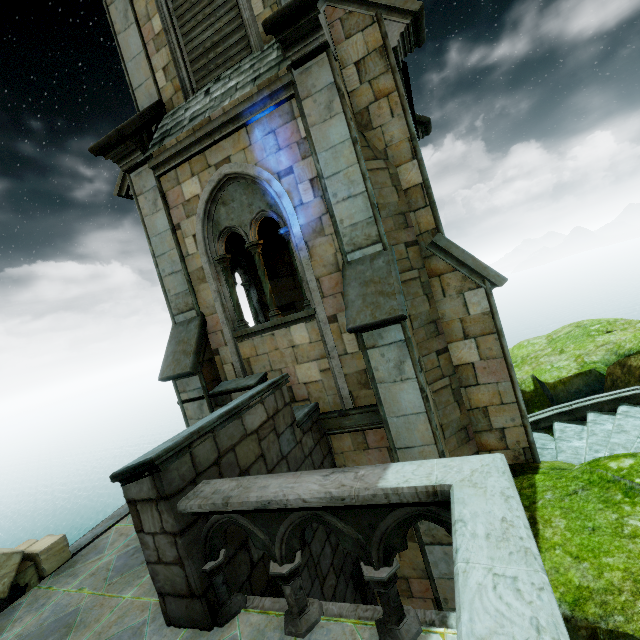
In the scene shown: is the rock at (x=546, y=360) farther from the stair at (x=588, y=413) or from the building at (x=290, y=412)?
the stair at (x=588, y=413)

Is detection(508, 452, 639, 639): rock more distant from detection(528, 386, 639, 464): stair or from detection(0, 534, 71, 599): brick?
detection(0, 534, 71, 599): brick

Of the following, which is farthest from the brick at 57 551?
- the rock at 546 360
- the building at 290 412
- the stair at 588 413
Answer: the stair at 588 413

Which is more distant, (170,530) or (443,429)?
(443,429)

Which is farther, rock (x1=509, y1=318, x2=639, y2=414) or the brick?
rock (x1=509, y1=318, x2=639, y2=414)

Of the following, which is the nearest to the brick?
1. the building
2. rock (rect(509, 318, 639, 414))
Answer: the building

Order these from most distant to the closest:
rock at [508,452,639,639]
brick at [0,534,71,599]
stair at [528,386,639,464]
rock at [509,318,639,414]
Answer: rock at [509,318,639,414] → stair at [528,386,639,464] → brick at [0,534,71,599] → rock at [508,452,639,639]
